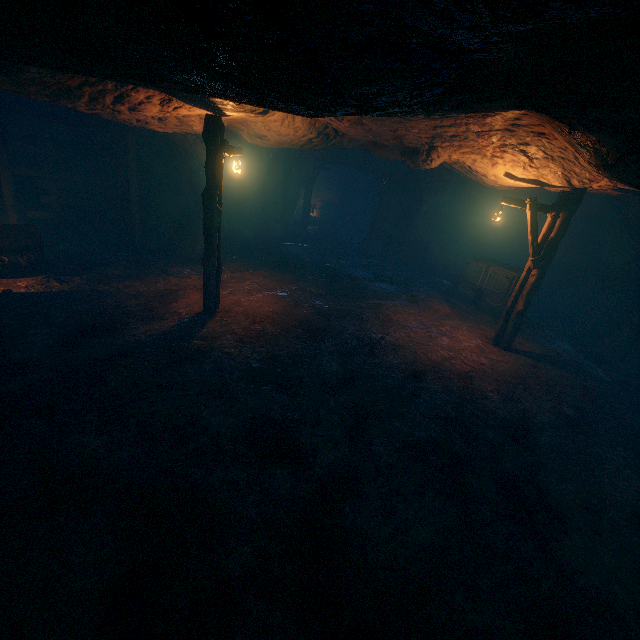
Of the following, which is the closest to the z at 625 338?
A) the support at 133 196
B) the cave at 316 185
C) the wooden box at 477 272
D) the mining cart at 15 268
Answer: the wooden box at 477 272

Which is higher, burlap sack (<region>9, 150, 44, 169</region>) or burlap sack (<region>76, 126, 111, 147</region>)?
burlap sack (<region>76, 126, 111, 147</region>)

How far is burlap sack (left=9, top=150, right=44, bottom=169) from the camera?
10.6m

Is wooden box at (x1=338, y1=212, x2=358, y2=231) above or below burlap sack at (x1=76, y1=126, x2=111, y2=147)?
below

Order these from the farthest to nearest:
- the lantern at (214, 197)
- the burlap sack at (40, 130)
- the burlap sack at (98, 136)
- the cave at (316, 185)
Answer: the cave at (316, 185)
the burlap sack at (98, 136)
the burlap sack at (40, 130)
the lantern at (214, 197)

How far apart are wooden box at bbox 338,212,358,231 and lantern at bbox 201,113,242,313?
16.97m

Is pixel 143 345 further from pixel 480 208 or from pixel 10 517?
pixel 480 208
